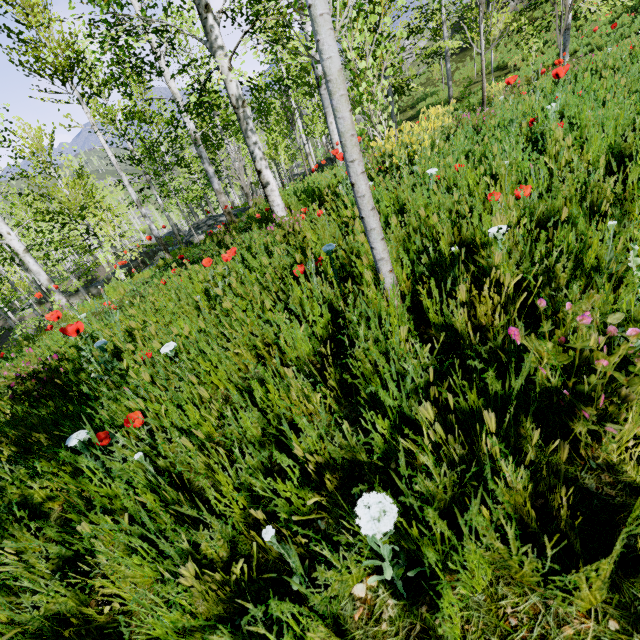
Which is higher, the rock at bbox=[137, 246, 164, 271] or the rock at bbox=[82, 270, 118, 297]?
the rock at bbox=[137, 246, 164, 271]

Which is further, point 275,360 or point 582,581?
point 275,360

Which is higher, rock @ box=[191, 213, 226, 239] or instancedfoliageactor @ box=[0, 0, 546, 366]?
instancedfoliageactor @ box=[0, 0, 546, 366]

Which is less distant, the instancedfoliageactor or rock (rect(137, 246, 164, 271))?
the instancedfoliageactor

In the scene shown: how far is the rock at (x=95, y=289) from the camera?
25.6 meters

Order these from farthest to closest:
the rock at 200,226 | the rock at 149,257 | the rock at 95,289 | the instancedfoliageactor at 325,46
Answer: the rock at 95,289 → the rock at 149,257 → the rock at 200,226 → the instancedfoliageactor at 325,46
